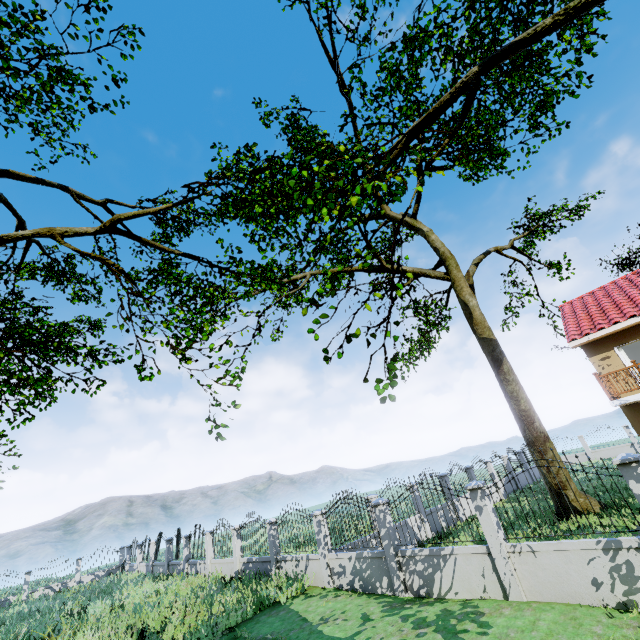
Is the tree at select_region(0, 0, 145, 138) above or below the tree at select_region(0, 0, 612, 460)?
above

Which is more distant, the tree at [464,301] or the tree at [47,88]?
the tree at [47,88]

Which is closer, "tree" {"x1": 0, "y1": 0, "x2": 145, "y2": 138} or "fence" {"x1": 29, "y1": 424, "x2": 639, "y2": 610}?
"fence" {"x1": 29, "y1": 424, "x2": 639, "y2": 610}

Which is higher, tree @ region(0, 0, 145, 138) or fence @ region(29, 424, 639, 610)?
tree @ region(0, 0, 145, 138)

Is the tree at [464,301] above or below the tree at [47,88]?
below

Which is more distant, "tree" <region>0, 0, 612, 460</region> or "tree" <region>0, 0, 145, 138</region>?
"tree" <region>0, 0, 145, 138</region>

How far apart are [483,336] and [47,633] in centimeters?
2383cm
